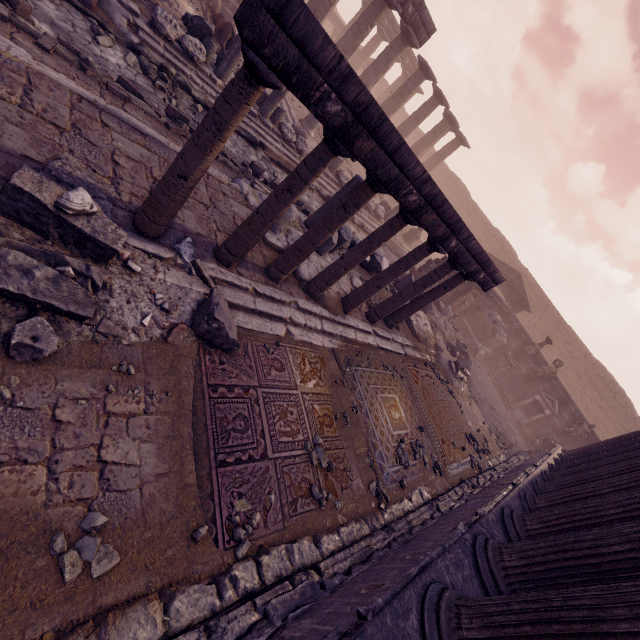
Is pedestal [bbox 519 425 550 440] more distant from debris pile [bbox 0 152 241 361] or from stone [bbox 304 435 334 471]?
debris pile [bbox 0 152 241 361]

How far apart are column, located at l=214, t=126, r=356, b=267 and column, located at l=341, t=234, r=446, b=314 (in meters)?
2.75

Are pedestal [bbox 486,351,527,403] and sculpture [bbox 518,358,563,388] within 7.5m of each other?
yes

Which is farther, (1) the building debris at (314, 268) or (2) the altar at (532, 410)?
(2) the altar at (532, 410)

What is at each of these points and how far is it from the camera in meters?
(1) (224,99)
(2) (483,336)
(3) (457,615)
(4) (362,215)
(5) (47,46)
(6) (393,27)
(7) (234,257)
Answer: (1) column, 3.2 m
(2) building debris, 17.5 m
(3) building, 2.4 m
(4) building debris, 15.0 m
(5) stone blocks, 5.1 m
(6) entablature, 25.3 m
(7) column, 5.0 m

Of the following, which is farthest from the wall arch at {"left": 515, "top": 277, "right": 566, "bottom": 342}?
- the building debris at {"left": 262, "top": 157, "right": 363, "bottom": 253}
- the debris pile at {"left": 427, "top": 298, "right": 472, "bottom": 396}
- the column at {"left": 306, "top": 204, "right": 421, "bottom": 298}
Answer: the column at {"left": 306, "top": 204, "right": 421, "bottom": 298}

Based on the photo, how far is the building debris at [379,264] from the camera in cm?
980

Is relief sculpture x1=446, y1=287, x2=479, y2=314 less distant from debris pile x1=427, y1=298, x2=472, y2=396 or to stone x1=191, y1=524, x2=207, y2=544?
debris pile x1=427, y1=298, x2=472, y2=396
